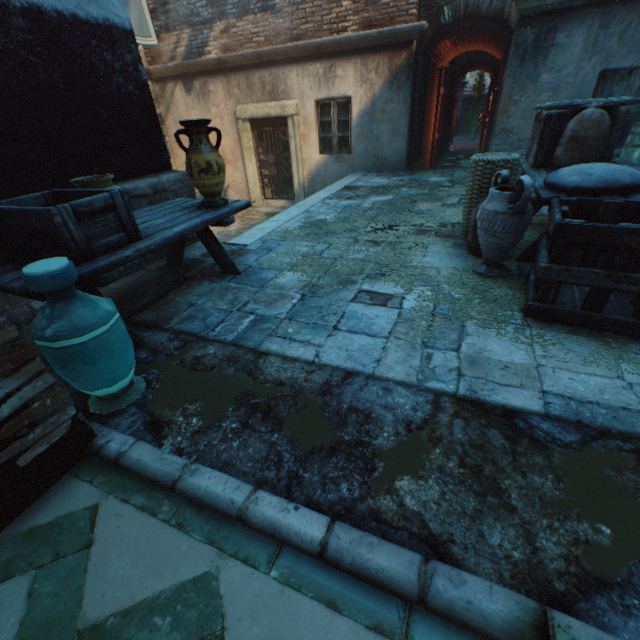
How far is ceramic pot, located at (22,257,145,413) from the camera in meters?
1.6

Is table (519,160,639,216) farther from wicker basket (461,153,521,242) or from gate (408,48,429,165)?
gate (408,48,429,165)

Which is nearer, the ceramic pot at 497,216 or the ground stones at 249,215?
the ceramic pot at 497,216

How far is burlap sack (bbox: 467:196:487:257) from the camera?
3.5 meters

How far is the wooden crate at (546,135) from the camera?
3.47m

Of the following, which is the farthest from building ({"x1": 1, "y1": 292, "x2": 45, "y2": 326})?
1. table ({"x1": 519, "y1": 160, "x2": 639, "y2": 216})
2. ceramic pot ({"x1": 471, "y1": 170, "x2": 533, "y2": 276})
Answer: ceramic pot ({"x1": 471, "y1": 170, "x2": 533, "y2": 276})

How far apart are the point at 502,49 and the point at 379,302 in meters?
10.6 m

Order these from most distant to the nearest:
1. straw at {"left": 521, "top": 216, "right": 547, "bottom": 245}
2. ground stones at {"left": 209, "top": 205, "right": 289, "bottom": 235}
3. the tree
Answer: the tree
ground stones at {"left": 209, "top": 205, "right": 289, "bottom": 235}
straw at {"left": 521, "top": 216, "right": 547, "bottom": 245}
